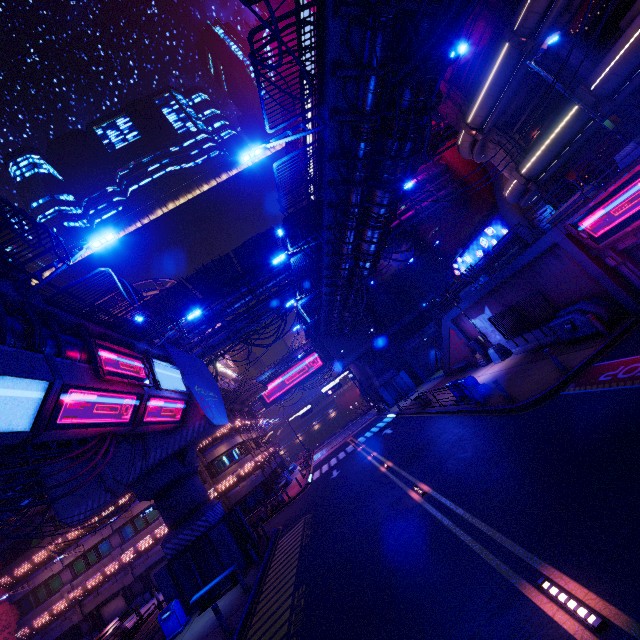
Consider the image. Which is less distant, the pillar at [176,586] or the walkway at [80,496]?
the pillar at [176,586]

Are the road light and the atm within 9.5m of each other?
no

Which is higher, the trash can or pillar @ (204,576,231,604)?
the trash can

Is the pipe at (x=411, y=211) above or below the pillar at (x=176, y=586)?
above

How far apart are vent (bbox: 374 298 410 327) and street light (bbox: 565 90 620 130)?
30.6m

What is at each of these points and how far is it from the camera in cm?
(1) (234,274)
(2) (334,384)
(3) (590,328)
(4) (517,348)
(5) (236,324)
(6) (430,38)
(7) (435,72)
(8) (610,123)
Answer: (1) awning, 2964
(2) sign, 4425
(3) generator, 1340
(4) fence, 1986
(5) pipe, 2961
(6) cable, 817
(7) walkway, 959
(8) street light, 1104

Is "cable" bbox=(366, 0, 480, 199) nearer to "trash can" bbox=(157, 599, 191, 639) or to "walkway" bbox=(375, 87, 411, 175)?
"walkway" bbox=(375, 87, 411, 175)

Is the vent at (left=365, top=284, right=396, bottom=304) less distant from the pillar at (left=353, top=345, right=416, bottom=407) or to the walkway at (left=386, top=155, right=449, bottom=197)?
the pillar at (left=353, top=345, right=416, bottom=407)
